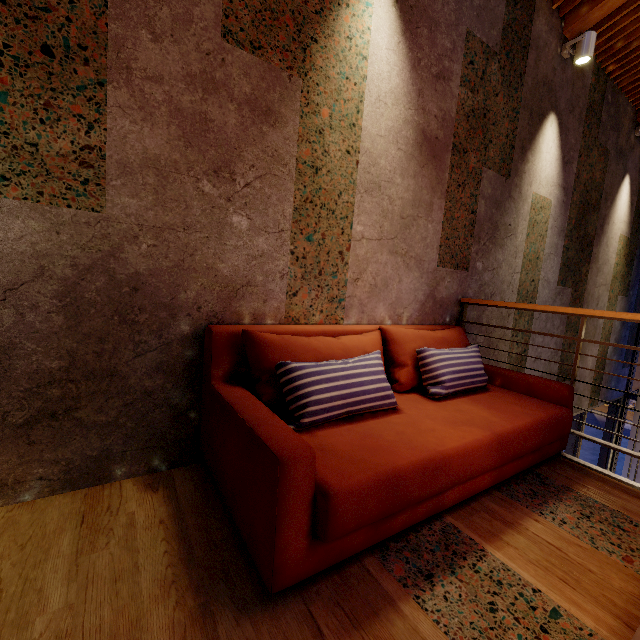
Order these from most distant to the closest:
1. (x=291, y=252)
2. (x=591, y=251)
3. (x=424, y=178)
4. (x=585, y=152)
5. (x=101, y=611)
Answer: (x=591, y=251), (x=585, y=152), (x=424, y=178), (x=291, y=252), (x=101, y=611)

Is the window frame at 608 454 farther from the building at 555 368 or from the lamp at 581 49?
the lamp at 581 49

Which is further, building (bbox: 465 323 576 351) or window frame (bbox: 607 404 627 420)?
window frame (bbox: 607 404 627 420)

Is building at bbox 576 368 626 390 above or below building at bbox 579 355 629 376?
below

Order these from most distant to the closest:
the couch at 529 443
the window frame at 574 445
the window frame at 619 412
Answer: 1. the window frame at 619 412
2. the window frame at 574 445
3. the couch at 529 443

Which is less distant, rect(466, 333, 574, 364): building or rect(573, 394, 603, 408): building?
rect(466, 333, 574, 364): building

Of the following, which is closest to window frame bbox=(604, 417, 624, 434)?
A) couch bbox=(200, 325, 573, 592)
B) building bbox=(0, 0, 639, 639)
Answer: building bbox=(0, 0, 639, 639)
